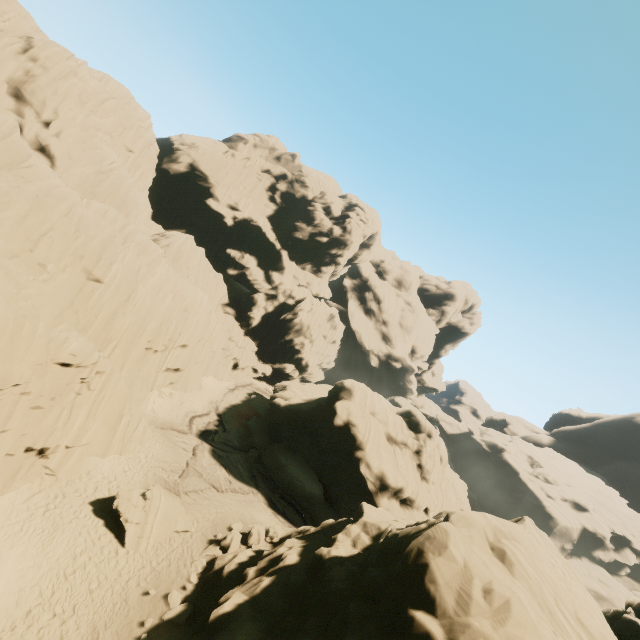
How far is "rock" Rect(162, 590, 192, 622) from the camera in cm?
1391

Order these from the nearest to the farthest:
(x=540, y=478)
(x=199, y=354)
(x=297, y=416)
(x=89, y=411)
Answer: (x=89, y=411) < (x=297, y=416) < (x=199, y=354) < (x=540, y=478)

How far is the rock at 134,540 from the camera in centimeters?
1686cm

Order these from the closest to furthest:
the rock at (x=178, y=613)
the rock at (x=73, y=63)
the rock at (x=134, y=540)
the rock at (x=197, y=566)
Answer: the rock at (x=73, y=63)
the rock at (x=178, y=613)
the rock at (x=197, y=566)
the rock at (x=134, y=540)

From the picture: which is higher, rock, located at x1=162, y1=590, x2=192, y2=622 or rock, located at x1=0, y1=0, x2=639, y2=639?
rock, located at x1=0, y1=0, x2=639, y2=639

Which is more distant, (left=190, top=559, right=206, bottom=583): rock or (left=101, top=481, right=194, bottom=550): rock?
(left=101, top=481, right=194, bottom=550): rock

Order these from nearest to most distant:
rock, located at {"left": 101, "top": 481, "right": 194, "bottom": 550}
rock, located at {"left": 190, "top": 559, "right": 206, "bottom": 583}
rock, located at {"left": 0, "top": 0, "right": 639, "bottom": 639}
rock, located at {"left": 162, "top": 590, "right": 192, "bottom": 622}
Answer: rock, located at {"left": 0, "top": 0, "right": 639, "bottom": 639}, rock, located at {"left": 162, "top": 590, "right": 192, "bottom": 622}, rock, located at {"left": 190, "top": 559, "right": 206, "bottom": 583}, rock, located at {"left": 101, "top": 481, "right": 194, "bottom": 550}
